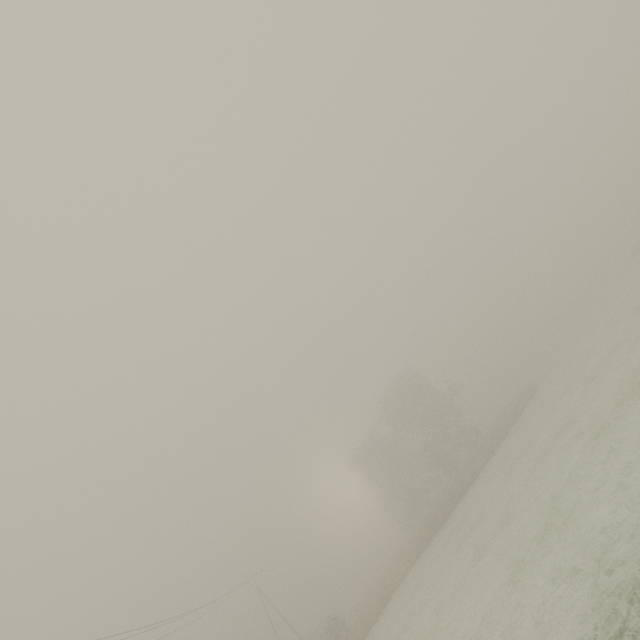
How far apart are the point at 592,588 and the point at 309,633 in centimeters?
5491cm
